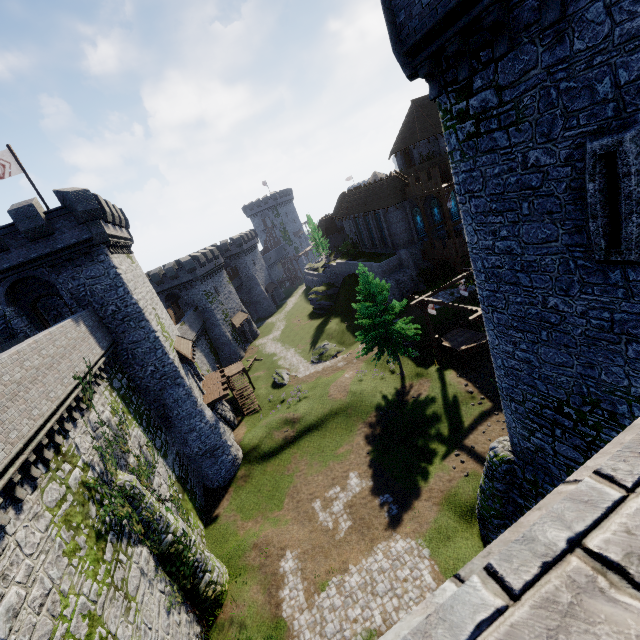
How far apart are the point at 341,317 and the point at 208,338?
20.4m

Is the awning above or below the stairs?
above

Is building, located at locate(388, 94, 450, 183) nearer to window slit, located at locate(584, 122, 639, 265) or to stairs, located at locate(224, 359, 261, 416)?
stairs, located at locate(224, 359, 261, 416)

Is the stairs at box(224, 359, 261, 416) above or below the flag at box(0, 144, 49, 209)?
below

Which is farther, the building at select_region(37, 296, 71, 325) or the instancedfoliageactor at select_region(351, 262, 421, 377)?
the building at select_region(37, 296, 71, 325)

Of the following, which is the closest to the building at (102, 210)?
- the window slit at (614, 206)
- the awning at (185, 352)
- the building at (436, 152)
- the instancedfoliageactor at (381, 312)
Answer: the awning at (185, 352)

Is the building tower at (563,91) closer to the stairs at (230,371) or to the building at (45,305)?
the building at (45,305)

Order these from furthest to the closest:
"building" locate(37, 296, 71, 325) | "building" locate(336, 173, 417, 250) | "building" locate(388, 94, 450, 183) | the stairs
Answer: "building" locate(388, 94, 450, 183), "building" locate(336, 173, 417, 250), the stairs, "building" locate(37, 296, 71, 325)
